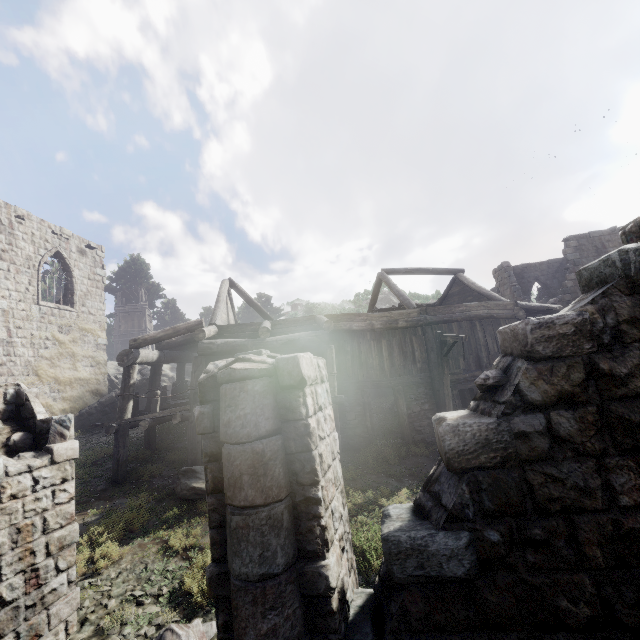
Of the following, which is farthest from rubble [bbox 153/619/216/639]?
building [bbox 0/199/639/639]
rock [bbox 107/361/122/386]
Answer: rock [bbox 107/361/122/386]

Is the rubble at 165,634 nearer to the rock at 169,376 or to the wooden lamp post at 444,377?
the wooden lamp post at 444,377

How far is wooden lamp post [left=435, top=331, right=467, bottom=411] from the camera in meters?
10.7

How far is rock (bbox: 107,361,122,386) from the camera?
31.2m

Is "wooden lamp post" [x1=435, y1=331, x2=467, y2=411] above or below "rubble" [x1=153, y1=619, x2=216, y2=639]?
above

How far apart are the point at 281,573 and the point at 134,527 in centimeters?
659cm

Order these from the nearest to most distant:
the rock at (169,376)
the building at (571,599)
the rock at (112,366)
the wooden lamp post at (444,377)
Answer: the building at (571,599), the wooden lamp post at (444,377), the rock at (112,366), the rock at (169,376)
